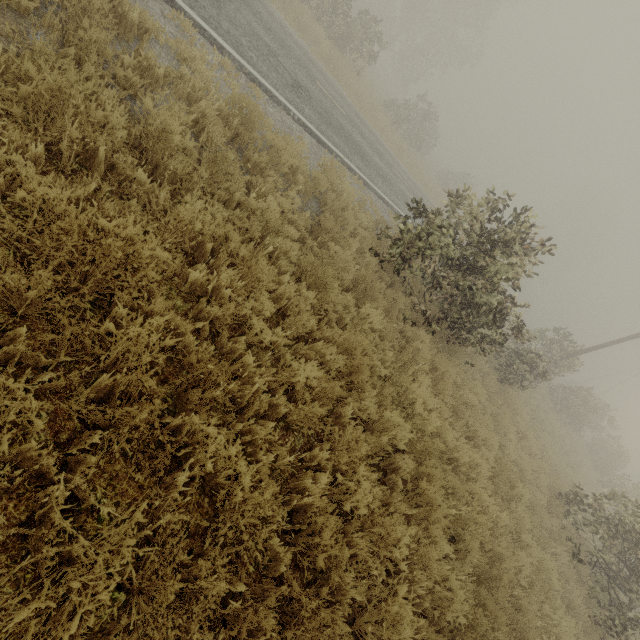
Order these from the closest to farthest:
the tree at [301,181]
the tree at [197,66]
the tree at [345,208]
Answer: the tree at [197,66]
the tree at [301,181]
the tree at [345,208]

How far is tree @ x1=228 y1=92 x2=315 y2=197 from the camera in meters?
5.3

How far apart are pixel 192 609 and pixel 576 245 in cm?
6985

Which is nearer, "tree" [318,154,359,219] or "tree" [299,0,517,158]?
"tree" [318,154,359,219]

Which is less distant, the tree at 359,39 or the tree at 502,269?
the tree at 502,269
